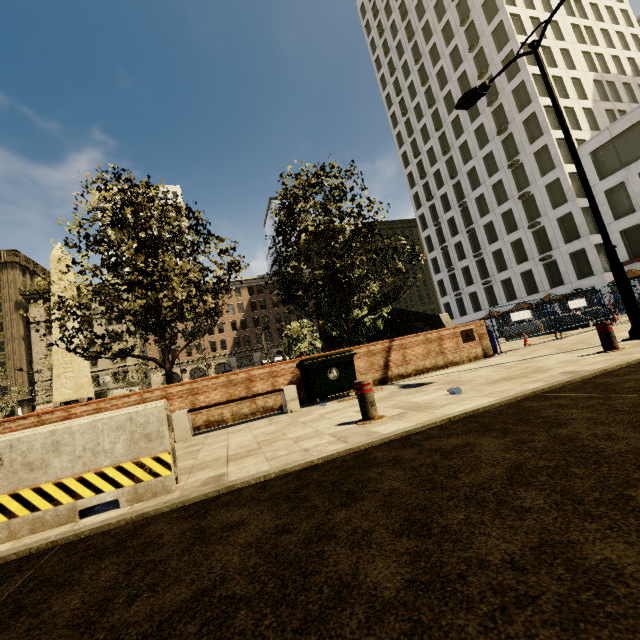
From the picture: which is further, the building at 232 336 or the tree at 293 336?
the building at 232 336

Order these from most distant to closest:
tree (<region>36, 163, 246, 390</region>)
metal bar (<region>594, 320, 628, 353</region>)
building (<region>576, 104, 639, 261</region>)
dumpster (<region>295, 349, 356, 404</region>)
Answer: building (<region>576, 104, 639, 261</region>) < tree (<region>36, 163, 246, 390</region>) < dumpster (<region>295, 349, 356, 404</region>) < metal bar (<region>594, 320, 628, 353</region>)

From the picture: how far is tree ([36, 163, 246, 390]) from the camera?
8.45m

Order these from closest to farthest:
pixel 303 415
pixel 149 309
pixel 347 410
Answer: pixel 347 410 < pixel 303 415 < pixel 149 309

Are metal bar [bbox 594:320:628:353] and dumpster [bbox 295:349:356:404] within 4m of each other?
no

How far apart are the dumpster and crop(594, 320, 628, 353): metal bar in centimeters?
477cm

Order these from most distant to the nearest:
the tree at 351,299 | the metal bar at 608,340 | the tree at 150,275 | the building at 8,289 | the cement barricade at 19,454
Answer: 1. the building at 8,289
2. the tree at 351,299
3. the tree at 150,275
4. the metal bar at 608,340
5. the cement barricade at 19,454
